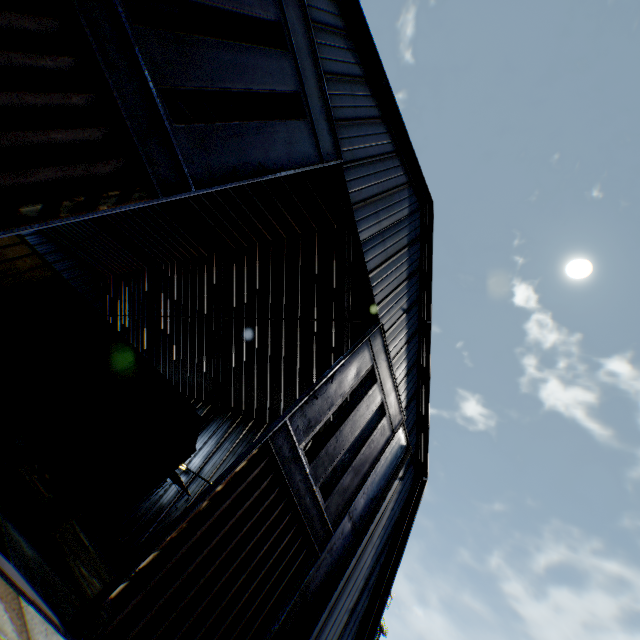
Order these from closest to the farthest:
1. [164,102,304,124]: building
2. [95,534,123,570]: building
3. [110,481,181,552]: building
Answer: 1. [164,102,304,124]: building
2. [95,534,123,570]: building
3. [110,481,181,552]: building

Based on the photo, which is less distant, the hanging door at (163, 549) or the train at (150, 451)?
the hanging door at (163, 549)

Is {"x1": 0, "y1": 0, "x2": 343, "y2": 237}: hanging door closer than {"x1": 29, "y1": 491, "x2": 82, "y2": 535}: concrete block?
Yes

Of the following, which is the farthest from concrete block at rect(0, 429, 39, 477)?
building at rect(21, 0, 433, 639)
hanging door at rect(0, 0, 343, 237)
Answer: building at rect(21, 0, 433, 639)

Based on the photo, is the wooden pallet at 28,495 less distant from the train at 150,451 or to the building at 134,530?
the train at 150,451

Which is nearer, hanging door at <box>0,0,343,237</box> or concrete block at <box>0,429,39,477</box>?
hanging door at <box>0,0,343,237</box>

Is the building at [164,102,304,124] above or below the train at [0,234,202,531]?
above

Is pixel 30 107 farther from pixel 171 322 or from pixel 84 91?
pixel 171 322
